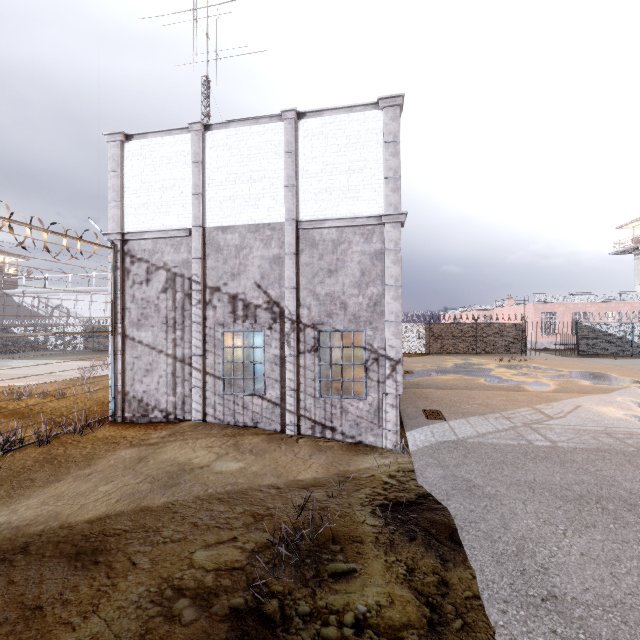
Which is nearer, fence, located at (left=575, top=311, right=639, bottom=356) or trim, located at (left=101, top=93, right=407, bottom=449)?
trim, located at (left=101, top=93, right=407, bottom=449)

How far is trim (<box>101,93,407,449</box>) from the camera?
8.9 meters

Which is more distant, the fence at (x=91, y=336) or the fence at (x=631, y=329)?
the fence at (x=631, y=329)

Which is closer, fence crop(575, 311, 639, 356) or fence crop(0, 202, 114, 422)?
fence crop(0, 202, 114, 422)

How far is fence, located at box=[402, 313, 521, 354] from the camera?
28.16m

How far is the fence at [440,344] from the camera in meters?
28.2

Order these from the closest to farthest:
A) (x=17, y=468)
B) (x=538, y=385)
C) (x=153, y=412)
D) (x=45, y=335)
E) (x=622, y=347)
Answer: (x=17, y=468)
(x=45, y=335)
(x=153, y=412)
(x=538, y=385)
(x=622, y=347)
